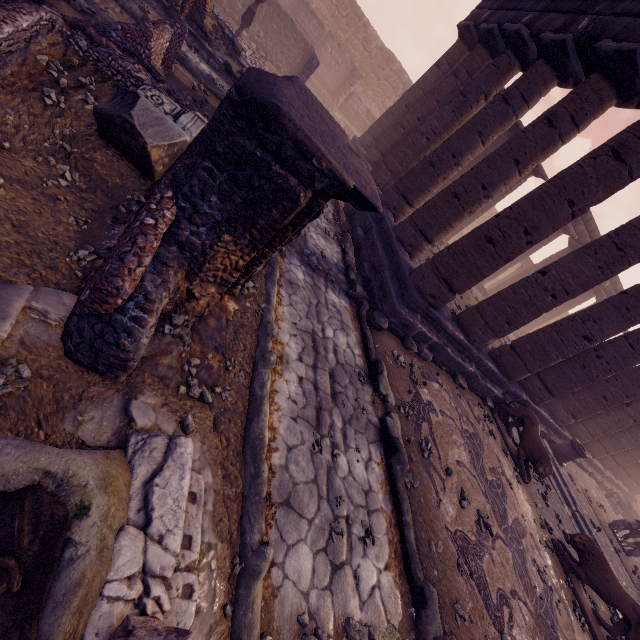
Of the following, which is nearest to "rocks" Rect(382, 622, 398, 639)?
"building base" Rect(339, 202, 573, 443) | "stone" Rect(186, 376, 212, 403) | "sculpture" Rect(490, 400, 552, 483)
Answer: "stone" Rect(186, 376, 212, 403)

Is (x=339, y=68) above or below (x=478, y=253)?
below

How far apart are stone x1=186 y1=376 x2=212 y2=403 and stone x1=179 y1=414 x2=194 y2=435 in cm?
32

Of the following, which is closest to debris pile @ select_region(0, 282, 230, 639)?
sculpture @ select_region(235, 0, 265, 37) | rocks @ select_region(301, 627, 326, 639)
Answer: rocks @ select_region(301, 627, 326, 639)

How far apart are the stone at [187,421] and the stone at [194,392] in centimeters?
32cm

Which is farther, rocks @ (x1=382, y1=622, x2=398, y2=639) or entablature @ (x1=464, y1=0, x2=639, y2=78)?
entablature @ (x1=464, y1=0, x2=639, y2=78)

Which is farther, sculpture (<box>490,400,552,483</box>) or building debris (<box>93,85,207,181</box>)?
sculpture (<box>490,400,552,483</box>)

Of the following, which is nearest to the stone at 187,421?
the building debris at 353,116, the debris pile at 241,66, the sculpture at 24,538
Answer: the sculpture at 24,538
